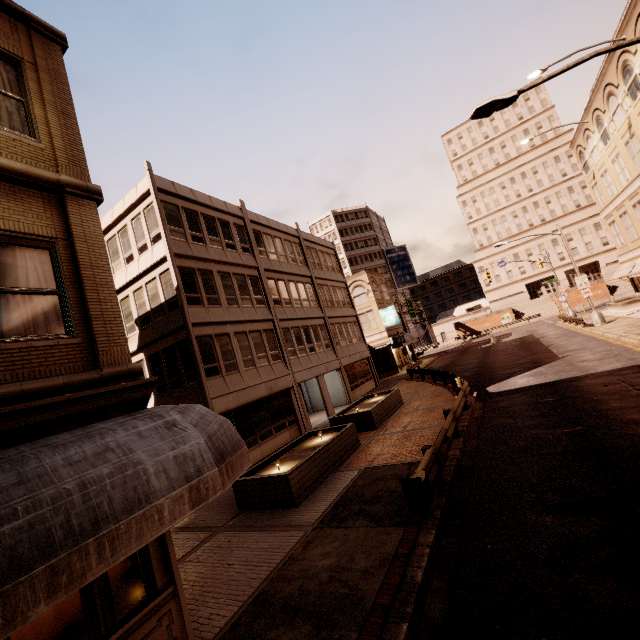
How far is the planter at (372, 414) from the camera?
9.88m

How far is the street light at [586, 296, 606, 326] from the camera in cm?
2677

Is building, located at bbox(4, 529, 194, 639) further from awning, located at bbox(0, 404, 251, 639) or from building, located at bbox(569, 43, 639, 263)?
building, located at bbox(569, 43, 639, 263)

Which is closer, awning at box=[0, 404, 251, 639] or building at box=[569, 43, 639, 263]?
awning at box=[0, 404, 251, 639]

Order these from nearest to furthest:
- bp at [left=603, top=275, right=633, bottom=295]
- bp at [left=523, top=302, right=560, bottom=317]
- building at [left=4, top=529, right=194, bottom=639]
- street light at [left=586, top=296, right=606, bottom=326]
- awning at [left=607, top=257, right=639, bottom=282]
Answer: building at [left=4, top=529, right=194, bottom=639] < street light at [left=586, top=296, right=606, bottom=326] < awning at [left=607, top=257, right=639, bottom=282] < bp at [left=603, top=275, right=633, bottom=295] < bp at [left=523, top=302, right=560, bottom=317]

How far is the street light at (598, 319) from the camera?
26.8m

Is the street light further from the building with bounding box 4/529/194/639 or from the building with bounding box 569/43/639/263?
the building with bounding box 4/529/194/639

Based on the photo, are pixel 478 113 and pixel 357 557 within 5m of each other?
no
